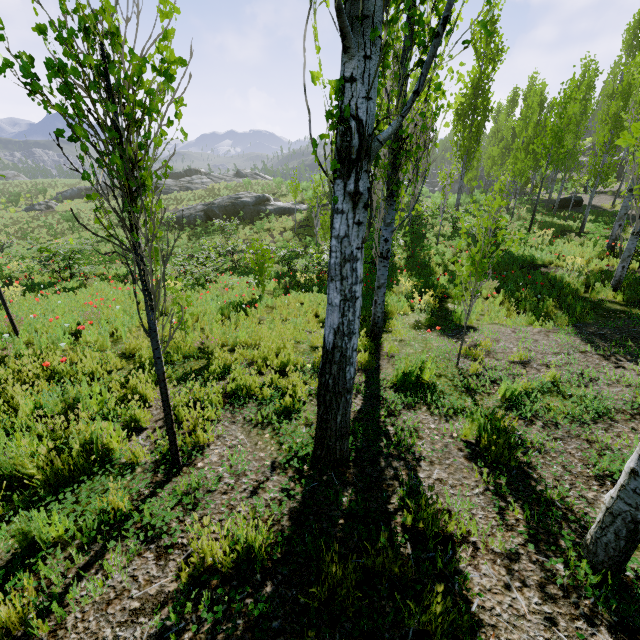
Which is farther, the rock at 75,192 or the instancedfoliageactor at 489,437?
the rock at 75,192

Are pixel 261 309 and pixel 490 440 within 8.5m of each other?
yes

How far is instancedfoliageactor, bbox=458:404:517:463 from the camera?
3.29m

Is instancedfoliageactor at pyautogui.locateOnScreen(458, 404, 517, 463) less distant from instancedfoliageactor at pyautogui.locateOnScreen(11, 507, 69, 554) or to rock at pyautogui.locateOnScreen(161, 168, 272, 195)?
rock at pyautogui.locateOnScreen(161, 168, 272, 195)

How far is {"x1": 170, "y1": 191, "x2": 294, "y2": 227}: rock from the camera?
27.20m

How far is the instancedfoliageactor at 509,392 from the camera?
4.4 meters

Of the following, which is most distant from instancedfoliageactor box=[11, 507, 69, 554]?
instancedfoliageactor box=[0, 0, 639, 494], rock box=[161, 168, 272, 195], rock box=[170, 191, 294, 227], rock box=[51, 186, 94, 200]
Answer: rock box=[51, 186, 94, 200]

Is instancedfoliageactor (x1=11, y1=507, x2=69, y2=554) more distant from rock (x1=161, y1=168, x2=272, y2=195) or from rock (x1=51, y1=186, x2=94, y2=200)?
rock (x1=51, y1=186, x2=94, y2=200)
